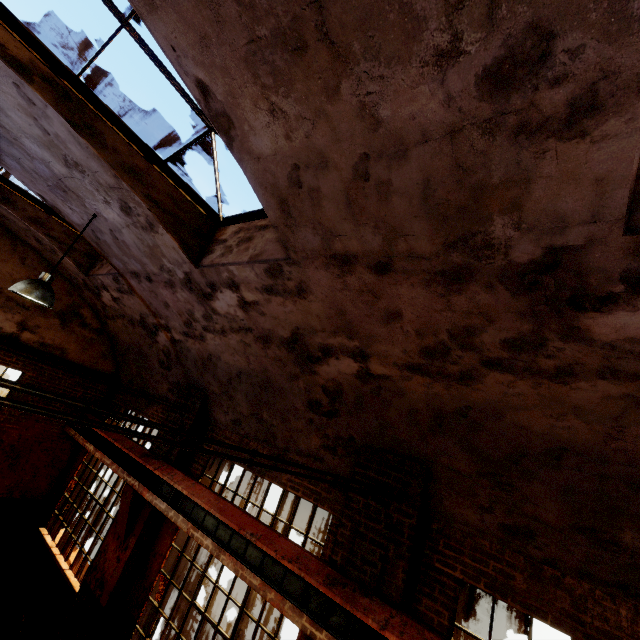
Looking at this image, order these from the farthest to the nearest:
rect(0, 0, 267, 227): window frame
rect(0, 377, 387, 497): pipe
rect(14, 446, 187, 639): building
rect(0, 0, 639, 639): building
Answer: rect(14, 446, 187, 639): building, rect(0, 0, 267, 227): window frame, rect(0, 0, 639, 639): building, rect(0, 377, 387, 497): pipe

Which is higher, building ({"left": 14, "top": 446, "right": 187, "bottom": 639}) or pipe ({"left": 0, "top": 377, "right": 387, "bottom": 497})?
pipe ({"left": 0, "top": 377, "right": 387, "bottom": 497})

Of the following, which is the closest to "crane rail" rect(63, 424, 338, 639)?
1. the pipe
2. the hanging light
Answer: the pipe

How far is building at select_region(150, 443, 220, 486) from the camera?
6.7m

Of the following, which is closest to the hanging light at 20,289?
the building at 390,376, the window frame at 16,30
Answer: the building at 390,376

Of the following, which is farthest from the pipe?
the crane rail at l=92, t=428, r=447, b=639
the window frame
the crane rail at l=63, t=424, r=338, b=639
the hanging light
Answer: the hanging light

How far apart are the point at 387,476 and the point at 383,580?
1.1 meters

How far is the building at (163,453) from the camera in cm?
672
